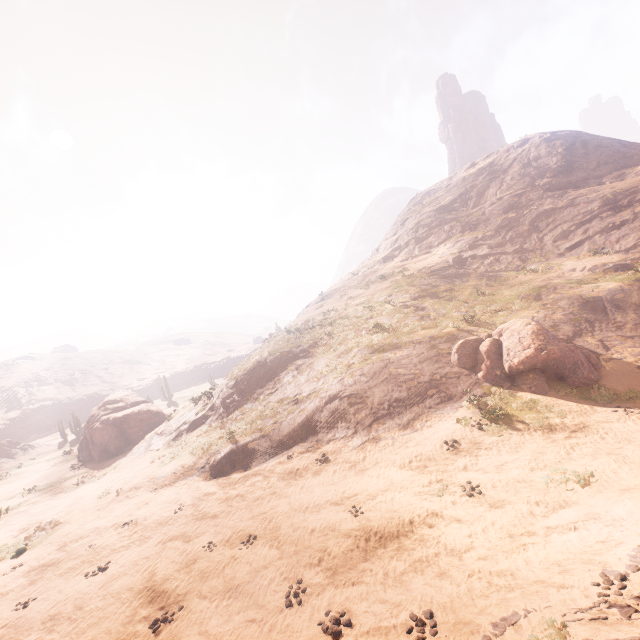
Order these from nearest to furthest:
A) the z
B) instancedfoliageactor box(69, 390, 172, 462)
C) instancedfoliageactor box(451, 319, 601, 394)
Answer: the z → instancedfoliageactor box(451, 319, 601, 394) → instancedfoliageactor box(69, 390, 172, 462)

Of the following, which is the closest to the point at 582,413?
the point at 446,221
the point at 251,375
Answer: the point at 251,375

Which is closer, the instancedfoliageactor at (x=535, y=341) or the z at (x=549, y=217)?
the z at (x=549, y=217)

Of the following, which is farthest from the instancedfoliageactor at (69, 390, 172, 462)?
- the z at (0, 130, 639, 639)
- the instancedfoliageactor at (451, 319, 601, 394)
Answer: the instancedfoliageactor at (451, 319, 601, 394)

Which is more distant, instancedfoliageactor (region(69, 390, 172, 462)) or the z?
instancedfoliageactor (region(69, 390, 172, 462))

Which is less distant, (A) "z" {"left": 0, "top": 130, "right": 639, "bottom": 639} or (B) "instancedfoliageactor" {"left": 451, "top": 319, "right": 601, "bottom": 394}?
(A) "z" {"left": 0, "top": 130, "right": 639, "bottom": 639}

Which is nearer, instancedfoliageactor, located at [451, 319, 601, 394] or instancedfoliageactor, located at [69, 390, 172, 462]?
instancedfoliageactor, located at [451, 319, 601, 394]

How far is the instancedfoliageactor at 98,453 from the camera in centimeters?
2673cm
